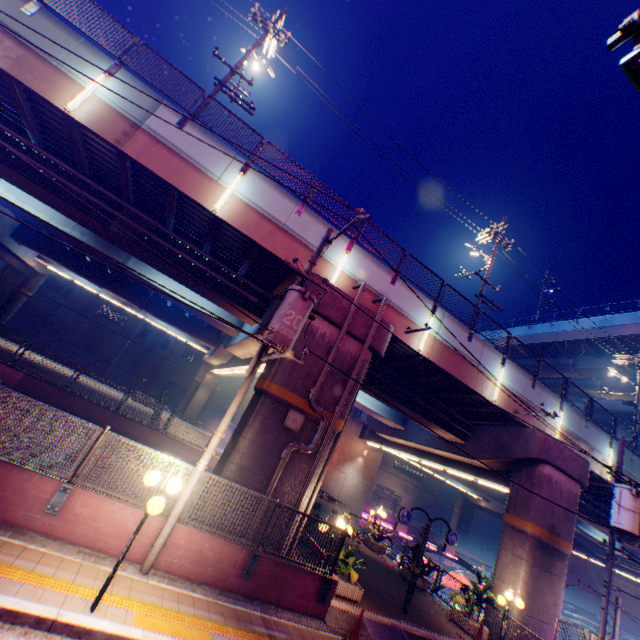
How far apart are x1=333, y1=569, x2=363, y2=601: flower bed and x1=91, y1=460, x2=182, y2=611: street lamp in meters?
7.0

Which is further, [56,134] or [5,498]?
[56,134]

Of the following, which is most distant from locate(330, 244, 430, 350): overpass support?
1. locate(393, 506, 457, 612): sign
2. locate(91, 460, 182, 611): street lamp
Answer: locate(393, 506, 457, 612): sign

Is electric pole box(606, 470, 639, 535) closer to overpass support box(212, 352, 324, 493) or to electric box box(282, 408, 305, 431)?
overpass support box(212, 352, 324, 493)

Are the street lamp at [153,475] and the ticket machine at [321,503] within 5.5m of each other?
no

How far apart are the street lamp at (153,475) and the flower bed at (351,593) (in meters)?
7.00

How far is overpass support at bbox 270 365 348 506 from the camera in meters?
10.2 m
